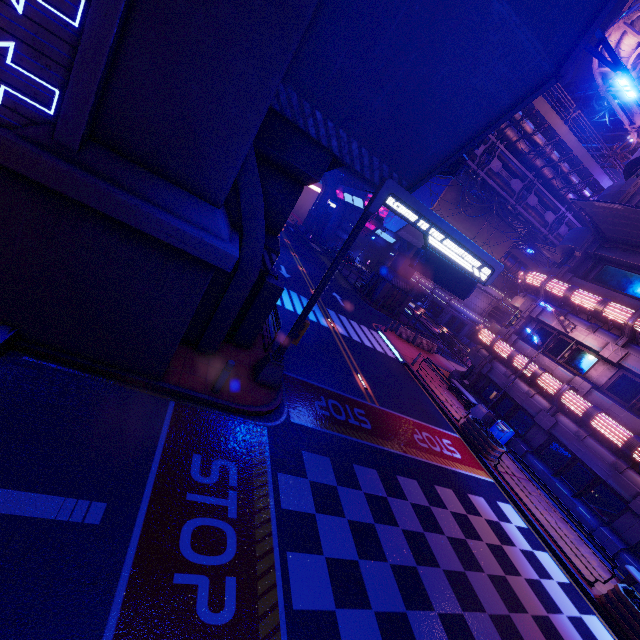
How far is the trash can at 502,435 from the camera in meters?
17.5 m

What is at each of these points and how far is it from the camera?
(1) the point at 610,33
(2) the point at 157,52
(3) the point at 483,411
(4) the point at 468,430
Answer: (1) pipe, 20.5m
(2) wall arch, 5.6m
(3) street light, 19.0m
(4) plant holder, 16.5m

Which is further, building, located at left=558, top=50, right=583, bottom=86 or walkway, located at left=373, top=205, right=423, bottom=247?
building, located at left=558, top=50, right=583, bottom=86

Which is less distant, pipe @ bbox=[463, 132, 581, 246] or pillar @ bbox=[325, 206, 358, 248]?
pipe @ bbox=[463, 132, 581, 246]

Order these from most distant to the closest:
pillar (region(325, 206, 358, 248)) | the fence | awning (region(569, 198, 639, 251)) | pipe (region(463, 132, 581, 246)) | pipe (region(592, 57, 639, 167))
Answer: pillar (region(325, 206, 358, 248)) < the fence < pipe (region(463, 132, 581, 246)) < pipe (region(592, 57, 639, 167)) < awning (region(569, 198, 639, 251))

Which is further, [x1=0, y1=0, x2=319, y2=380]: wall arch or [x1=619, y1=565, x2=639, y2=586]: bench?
[x1=619, y1=565, x2=639, y2=586]: bench

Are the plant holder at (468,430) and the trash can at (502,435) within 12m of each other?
yes

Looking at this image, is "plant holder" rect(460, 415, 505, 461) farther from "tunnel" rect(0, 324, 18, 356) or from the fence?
"tunnel" rect(0, 324, 18, 356)
